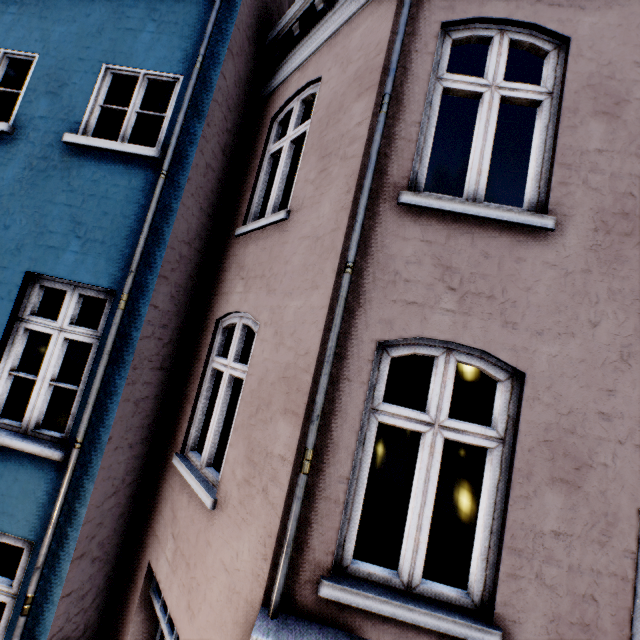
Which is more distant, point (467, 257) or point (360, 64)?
point (360, 64)
